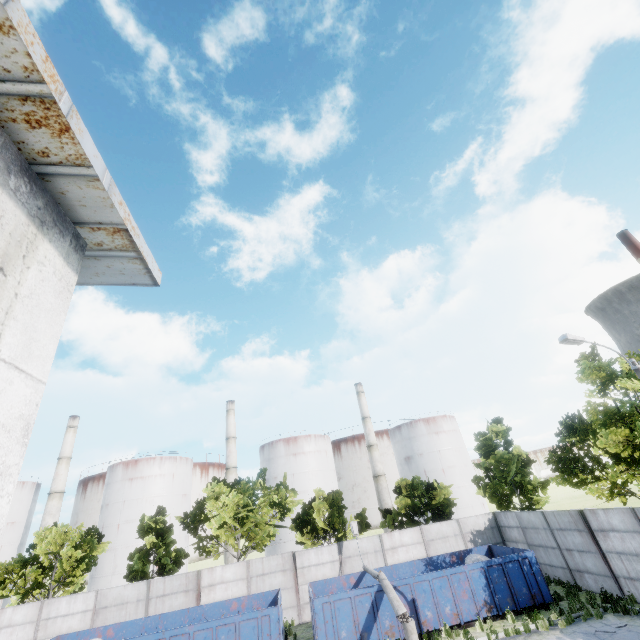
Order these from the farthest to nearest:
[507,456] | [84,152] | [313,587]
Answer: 1. [507,456]
2. [313,587]
3. [84,152]

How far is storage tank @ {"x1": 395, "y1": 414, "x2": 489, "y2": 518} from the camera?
51.38m

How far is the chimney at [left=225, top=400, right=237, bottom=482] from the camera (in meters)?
51.88

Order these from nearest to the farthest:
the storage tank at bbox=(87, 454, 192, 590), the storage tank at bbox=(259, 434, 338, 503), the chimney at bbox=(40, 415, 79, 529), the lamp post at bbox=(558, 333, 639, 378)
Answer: the lamp post at bbox=(558, 333, 639, 378)
the storage tank at bbox=(87, 454, 192, 590)
the chimney at bbox=(40, 415, 79, 529)
the storage tank at bbox=(259, 434, 338, 503)

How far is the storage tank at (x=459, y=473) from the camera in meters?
51.4 m

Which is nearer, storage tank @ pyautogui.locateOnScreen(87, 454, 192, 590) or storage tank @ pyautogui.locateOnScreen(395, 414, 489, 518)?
storage tank @ pyautogui.locateOnScreen(87, 454, 192, 590)

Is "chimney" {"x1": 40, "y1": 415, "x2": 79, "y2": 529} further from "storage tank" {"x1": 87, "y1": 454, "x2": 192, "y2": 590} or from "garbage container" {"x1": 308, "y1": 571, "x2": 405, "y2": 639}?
"garbage container" {"x1": 308, "y1": 571, "x2": 405, "y2": 639}

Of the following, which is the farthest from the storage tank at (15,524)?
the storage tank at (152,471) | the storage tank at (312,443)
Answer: the storage tank at (312,443)
